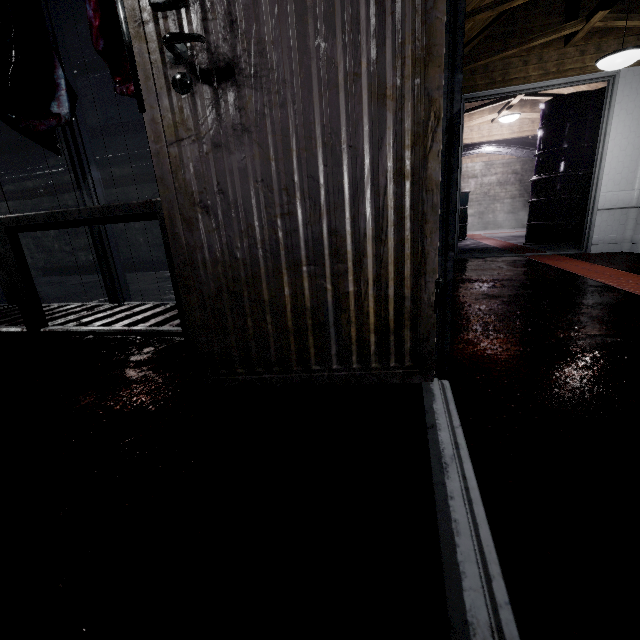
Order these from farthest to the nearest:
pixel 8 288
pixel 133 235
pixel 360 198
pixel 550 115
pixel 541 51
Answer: pixel 133 235 < pixel 550 115 < pixel 541 51 < pixel 8 288 < pixel 360 198

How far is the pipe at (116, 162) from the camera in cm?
508

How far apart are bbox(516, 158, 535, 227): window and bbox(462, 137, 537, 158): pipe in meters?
1.6

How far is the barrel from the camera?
4.5m

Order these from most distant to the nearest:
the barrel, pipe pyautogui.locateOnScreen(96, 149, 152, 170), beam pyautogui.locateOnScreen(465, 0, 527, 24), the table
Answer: pipe pyautogui.locateOnScreen(96, 149, 152, 170) → the barrel → beam pyautogui.locateOnScreen(465, 0, 527, 24) → the table

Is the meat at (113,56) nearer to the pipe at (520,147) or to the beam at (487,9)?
the beam at (487,9)

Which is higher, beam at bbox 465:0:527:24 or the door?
beam at bbox 465:0:527:24

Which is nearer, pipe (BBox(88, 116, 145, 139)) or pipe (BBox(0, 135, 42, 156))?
pipe (BBox(88, 116, 145, 139))
